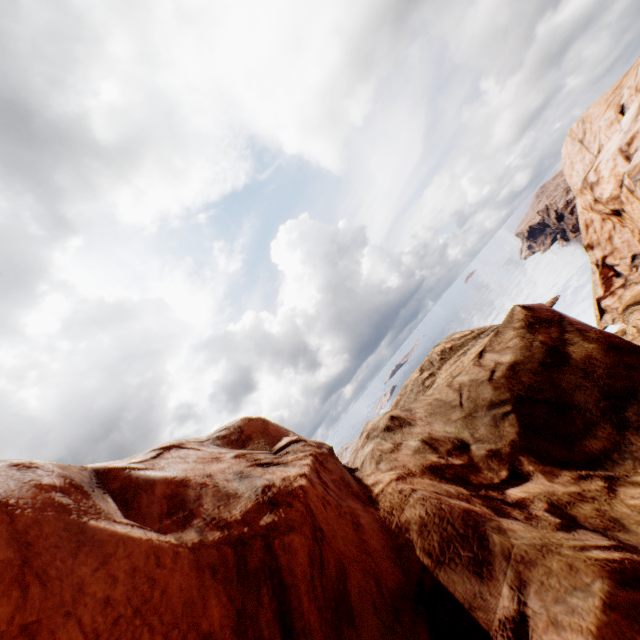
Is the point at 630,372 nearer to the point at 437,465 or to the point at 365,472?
the point at 437,465
